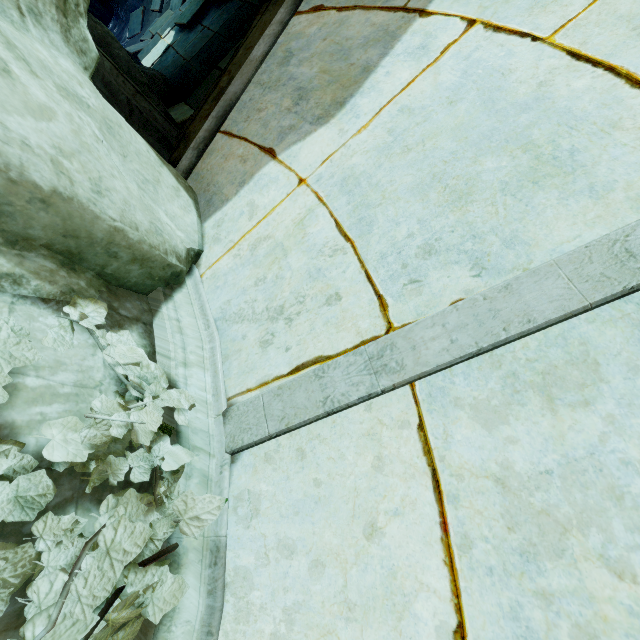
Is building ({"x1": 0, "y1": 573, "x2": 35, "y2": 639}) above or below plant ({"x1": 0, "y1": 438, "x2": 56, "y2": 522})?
below

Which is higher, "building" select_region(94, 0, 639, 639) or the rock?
the rock

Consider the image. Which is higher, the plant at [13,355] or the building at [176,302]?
the plant at [13,355]

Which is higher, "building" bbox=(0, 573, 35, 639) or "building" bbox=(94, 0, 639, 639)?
"building" bbox=(0, 573, 35, 639)

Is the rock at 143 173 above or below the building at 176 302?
above

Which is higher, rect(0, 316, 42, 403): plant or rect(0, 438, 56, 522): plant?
rect(0, 316, 42, 403): plant

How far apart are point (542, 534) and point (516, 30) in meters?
2.5 m
